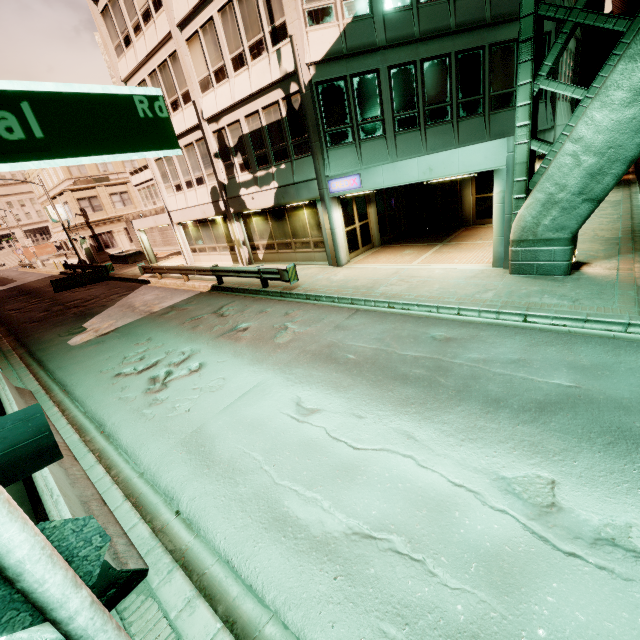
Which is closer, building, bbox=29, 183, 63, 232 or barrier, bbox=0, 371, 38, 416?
barrier, bbox=0, 371, 38, 416

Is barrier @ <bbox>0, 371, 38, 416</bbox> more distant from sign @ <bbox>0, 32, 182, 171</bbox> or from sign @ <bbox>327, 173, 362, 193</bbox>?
sign @ <bbox>327, 173, 362, 193</bbox>

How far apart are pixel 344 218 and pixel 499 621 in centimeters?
1387cm

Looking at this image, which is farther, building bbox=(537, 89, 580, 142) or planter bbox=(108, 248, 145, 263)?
planter bbox=(108, 248, 145, 263)

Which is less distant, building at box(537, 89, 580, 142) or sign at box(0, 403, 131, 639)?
sign at box(0, 403, 131, 639)

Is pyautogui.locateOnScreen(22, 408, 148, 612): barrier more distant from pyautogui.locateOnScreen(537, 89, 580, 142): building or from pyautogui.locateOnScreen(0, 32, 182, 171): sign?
pyautogui.locateOnScreen(537, 89, 580, 142): building

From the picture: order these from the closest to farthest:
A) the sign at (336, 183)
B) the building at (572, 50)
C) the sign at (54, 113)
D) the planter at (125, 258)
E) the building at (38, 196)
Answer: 1. the sign at (54, 113)
2. the sign at (336, 183)
3. the building at (572, 50)
4. the planter at (125, 258)
5. the building at (38, 196)

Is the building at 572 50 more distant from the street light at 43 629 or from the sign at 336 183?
the street light at 43 629
